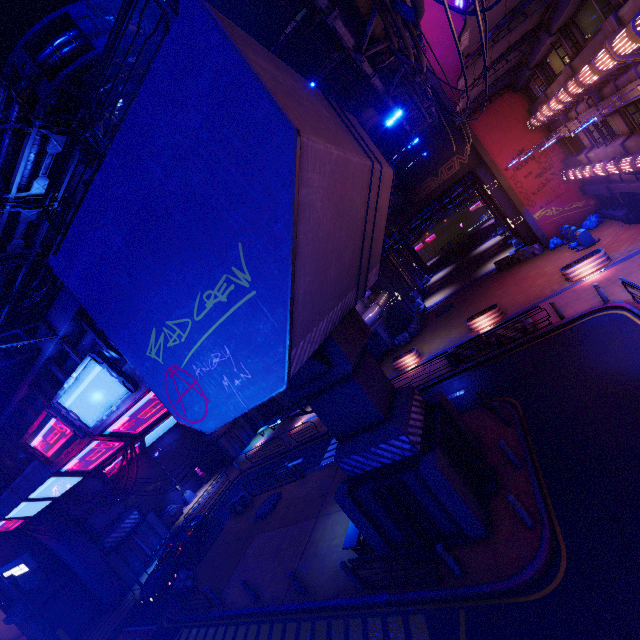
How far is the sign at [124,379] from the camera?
9.02m

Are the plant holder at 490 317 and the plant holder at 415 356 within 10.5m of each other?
yes

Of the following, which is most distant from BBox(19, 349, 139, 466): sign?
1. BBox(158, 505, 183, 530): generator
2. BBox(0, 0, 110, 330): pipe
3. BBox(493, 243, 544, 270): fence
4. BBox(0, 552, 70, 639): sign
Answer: BBox(493, 243, 544, 270): fence

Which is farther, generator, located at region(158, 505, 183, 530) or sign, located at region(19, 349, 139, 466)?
generator, located at region(158, 505, 183, 530)

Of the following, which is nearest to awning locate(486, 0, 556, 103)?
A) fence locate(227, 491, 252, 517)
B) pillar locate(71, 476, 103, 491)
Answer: fence locate(227, 491, 252, 517)

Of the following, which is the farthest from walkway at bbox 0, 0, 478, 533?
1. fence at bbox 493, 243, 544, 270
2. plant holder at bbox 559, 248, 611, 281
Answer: plant holder at bbox 559, 248, 611, 281

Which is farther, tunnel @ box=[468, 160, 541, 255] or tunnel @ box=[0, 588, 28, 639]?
tunnel @ box=[468, 160, 541, 255]

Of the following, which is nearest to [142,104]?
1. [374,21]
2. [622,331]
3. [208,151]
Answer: [208,151]
